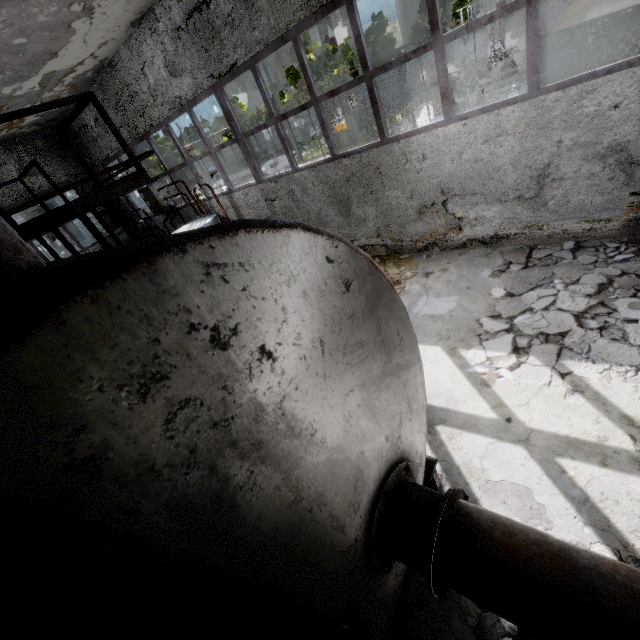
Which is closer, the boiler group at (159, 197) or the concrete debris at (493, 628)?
the concrete debris at (493, 628)

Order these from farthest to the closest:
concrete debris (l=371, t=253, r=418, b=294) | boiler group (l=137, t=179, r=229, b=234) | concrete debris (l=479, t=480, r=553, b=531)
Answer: boiler group (l=137, t=179, r=229, b=234) → concrete debris (l=371, t=253, r=418, b=294) → concrete debris (l=479, t=480, r=553, b=531)

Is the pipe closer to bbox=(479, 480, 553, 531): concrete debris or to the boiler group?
bbox=(479, 480, 553, 531): concrete debris

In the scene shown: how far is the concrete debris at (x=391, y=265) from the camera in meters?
7.2 m

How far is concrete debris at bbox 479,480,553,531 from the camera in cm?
306

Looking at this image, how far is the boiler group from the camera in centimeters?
1041cm

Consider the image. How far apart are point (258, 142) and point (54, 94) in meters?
43.1

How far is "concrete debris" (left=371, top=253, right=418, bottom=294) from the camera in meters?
7.2 m
